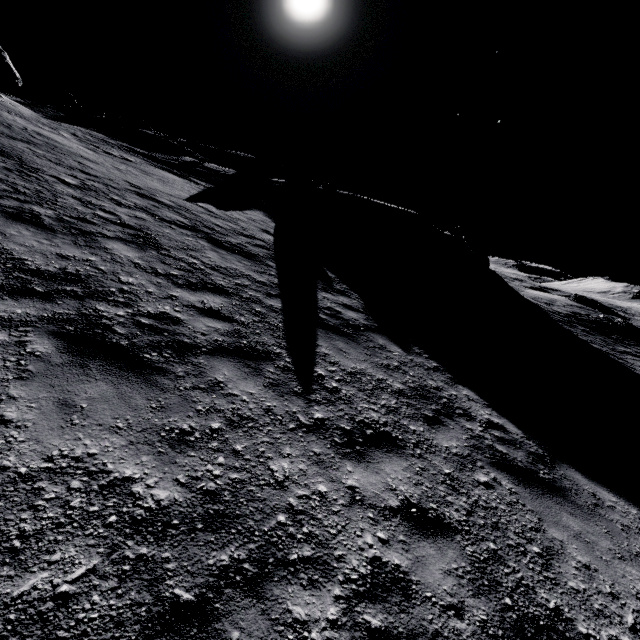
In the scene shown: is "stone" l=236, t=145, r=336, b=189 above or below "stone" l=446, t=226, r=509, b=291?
above

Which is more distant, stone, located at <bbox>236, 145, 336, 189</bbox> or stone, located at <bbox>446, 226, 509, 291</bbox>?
stone, located at <bbox>236, 145, 336, 189</bbox>

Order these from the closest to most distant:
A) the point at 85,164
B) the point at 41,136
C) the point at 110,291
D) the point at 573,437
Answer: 1. the point at 110,291
2. the point at 573,437
3. the point at 85,164
4. the point at 41,136

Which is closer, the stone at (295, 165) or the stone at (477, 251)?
the stone at (477, 251)

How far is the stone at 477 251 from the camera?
25.30m

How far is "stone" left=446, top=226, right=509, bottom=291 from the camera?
25.30m

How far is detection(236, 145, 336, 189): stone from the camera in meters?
28.8 m
